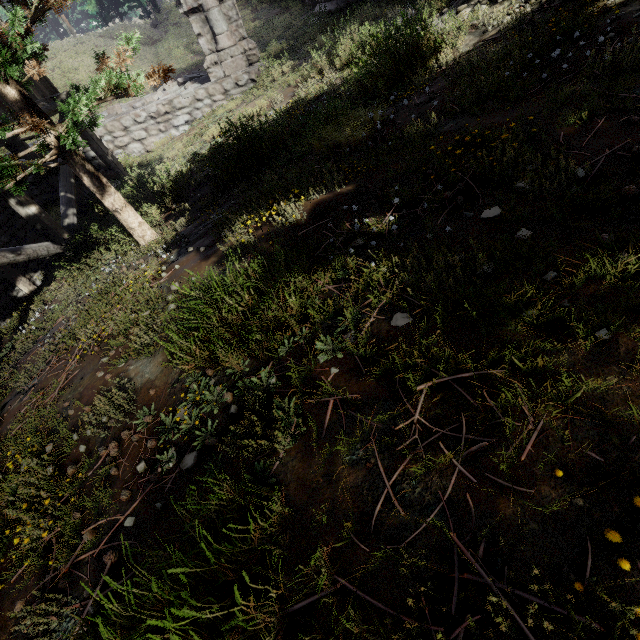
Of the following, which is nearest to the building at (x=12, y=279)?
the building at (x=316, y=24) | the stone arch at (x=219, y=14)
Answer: the stone arch at (x=219, y=14)

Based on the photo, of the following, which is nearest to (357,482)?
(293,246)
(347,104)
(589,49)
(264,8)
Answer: (293,246)

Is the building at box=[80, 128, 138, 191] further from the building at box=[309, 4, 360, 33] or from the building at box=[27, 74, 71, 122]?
the building at box=[309, 4, 360, 33]

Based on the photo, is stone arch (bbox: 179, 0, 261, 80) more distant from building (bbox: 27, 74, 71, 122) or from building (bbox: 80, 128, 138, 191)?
building (bbox: 80, 128, 138, 191)

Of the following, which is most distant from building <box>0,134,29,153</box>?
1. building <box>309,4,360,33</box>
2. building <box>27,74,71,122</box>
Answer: building <box>309,4,360,33</box>

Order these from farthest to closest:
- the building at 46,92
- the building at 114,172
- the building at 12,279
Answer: the building at 114,172 < the building at 46,92 < the building at 12,279

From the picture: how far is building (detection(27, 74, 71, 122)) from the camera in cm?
873

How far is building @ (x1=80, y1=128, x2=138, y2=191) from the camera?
10.0 meters
